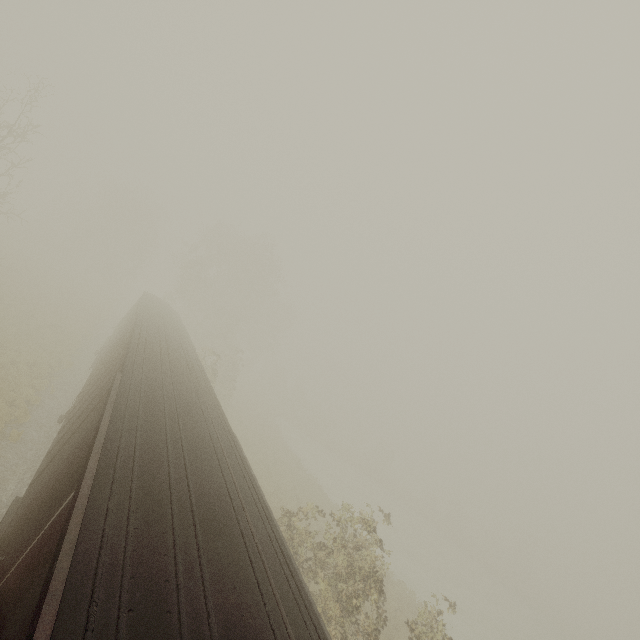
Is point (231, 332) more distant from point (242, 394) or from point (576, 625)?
point (576, 625)

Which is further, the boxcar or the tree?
the tree

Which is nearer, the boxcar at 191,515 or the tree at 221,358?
the boxcar at 191,515

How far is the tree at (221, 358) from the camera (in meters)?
33.31

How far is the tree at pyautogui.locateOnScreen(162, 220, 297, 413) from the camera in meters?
33.3 m
